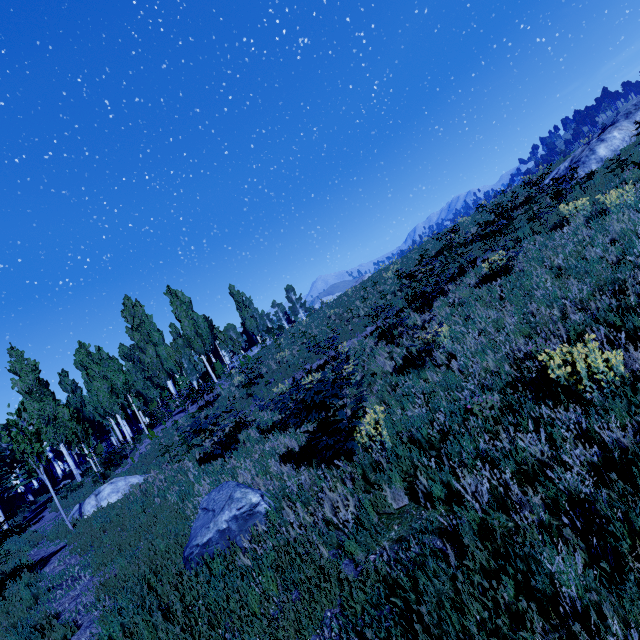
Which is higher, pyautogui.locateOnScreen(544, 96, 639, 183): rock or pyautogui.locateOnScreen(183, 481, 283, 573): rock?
pyautogui.locateOnScreen(544, 96, 639, 183): rock

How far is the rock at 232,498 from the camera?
5.0 meters

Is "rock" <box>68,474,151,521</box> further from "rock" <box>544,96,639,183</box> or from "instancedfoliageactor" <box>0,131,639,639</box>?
"rock" <box>544,96,639,183</box>

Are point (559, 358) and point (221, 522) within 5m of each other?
no

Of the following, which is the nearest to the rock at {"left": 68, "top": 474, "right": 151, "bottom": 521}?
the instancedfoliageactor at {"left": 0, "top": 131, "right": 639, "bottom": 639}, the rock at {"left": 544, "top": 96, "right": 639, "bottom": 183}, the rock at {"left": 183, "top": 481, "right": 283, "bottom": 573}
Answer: the instancedfoliageactor at {"left": 0, "top": 131, "right": 639, "bottom": 639}

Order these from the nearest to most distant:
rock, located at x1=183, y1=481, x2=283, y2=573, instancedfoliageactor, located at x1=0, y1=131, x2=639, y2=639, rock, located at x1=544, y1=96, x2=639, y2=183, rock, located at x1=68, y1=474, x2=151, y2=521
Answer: instancedfoliageactor, located at x1=0, y1=131, x2=639, y2=639 → rock, located at x1=183, y1=481, x2=283, y2=573 → rock, located at x1=68, y1=474, x2=151, y2=521 → rock, located at x1=544, y1=96, x2=639, y2=183

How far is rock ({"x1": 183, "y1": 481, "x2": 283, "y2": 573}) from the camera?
5.0m

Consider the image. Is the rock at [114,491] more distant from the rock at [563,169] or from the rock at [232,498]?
the rock at [563,169]
